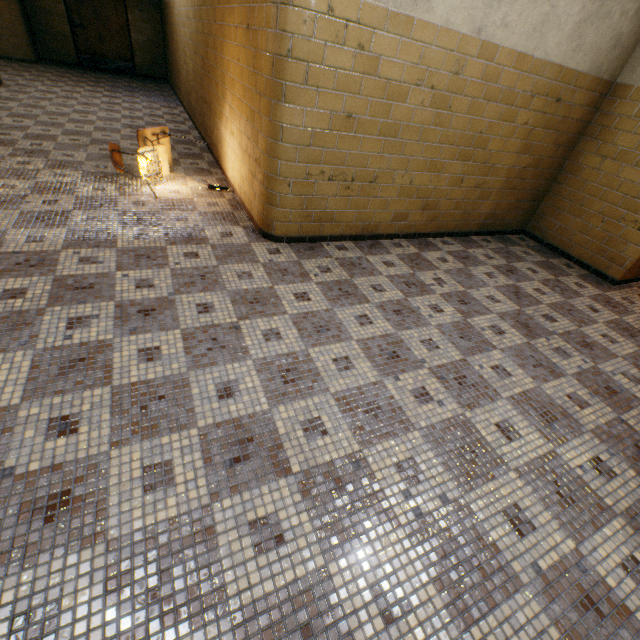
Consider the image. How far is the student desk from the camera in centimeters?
376cm

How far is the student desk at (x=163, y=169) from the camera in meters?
3.8 m

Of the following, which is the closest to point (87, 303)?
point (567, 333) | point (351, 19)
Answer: point (351, 19)

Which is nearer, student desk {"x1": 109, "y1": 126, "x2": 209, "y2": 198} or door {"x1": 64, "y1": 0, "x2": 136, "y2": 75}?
student desk {"x1": 109, "y1": 126, "x2": 209, "y2": 198}

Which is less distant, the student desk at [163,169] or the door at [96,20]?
the student desk at [163,169]
